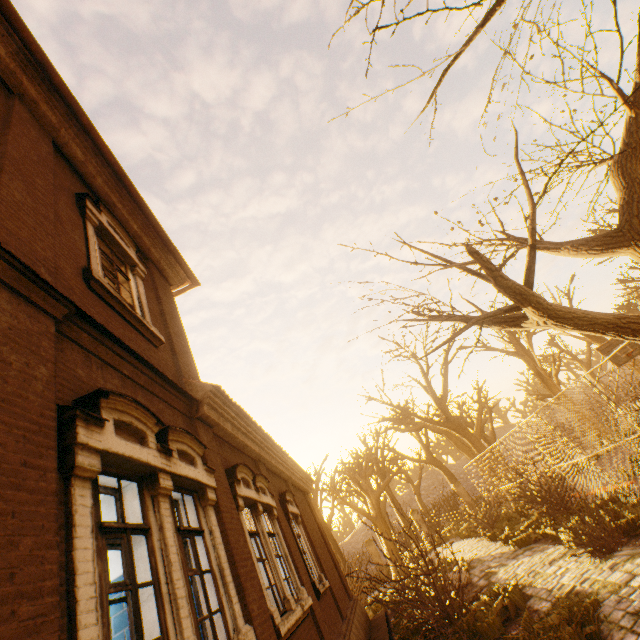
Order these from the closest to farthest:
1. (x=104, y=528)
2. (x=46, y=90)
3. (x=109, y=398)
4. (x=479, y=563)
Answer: (x=104, y=528) → (x=109, y=398) → (x=46, y=90) → (x=479, y=563)

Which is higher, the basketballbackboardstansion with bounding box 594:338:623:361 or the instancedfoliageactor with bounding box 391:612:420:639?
the basketballbackboardstansion with bounding box 594:338:623:361

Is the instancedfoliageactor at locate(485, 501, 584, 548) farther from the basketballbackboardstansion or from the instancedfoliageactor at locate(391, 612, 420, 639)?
the basketballbackboardstansion

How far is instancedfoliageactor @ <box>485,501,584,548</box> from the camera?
9.6 meters

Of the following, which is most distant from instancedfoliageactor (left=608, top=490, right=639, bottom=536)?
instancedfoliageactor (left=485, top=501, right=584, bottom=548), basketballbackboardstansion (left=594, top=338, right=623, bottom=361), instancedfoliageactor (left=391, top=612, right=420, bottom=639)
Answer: basketballbackboardstansion (left=594, top=338, right=623, bottom=361)

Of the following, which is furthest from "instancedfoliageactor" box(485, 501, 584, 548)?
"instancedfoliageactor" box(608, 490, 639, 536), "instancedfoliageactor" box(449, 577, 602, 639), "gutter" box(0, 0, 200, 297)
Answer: "gutter" box(0, 0, 200, 297)

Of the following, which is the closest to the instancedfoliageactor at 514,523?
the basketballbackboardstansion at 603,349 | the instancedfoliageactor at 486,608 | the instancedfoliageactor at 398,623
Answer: the instancedfoliageactor at 398,623

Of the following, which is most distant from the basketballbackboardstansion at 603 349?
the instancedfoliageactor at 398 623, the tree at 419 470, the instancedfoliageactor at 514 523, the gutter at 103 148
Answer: the gutter at 103 148
